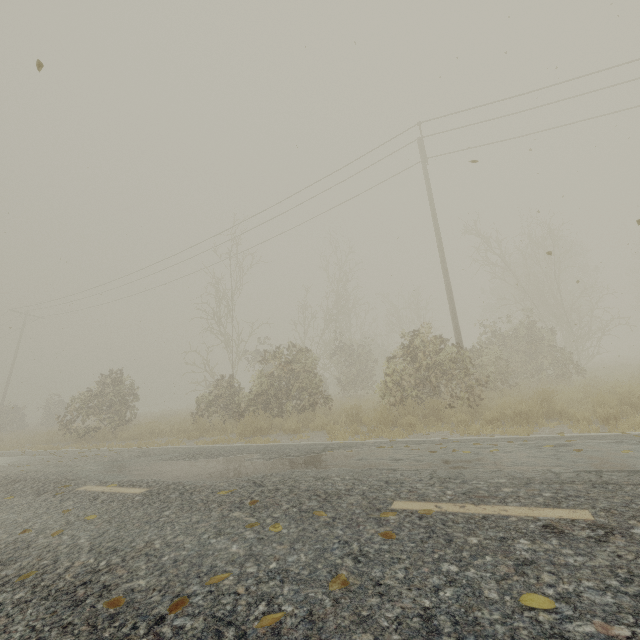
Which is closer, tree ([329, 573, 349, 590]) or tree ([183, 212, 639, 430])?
tree ([329, 573, 349, 590])

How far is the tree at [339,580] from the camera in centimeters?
188cm

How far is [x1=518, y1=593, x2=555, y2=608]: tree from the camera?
1.6 meters

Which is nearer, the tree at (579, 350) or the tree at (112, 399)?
the tree at (579, 350)

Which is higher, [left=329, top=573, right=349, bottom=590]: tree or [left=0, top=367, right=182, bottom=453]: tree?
[left=0, top=367, right=182, bottom=453]: tree

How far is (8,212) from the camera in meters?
13.1 m

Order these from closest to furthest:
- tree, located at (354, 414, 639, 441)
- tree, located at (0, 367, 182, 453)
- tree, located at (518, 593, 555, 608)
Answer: tree, located at (518, 593, 555, 608), tree, located at (354, 414, 639, 441), tree, located at (0, 367, 182, 453)
